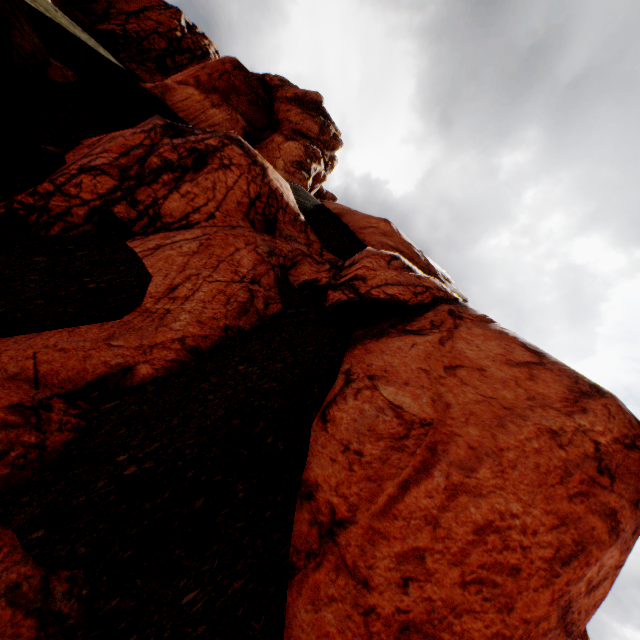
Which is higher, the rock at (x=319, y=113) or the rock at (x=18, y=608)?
the rock at (x=319, y=113)

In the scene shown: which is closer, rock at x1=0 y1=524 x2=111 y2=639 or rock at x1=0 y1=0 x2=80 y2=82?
rock at x1=0 y1=524 x2=111 y2=639

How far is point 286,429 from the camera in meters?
4.0

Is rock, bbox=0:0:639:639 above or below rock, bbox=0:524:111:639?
above
